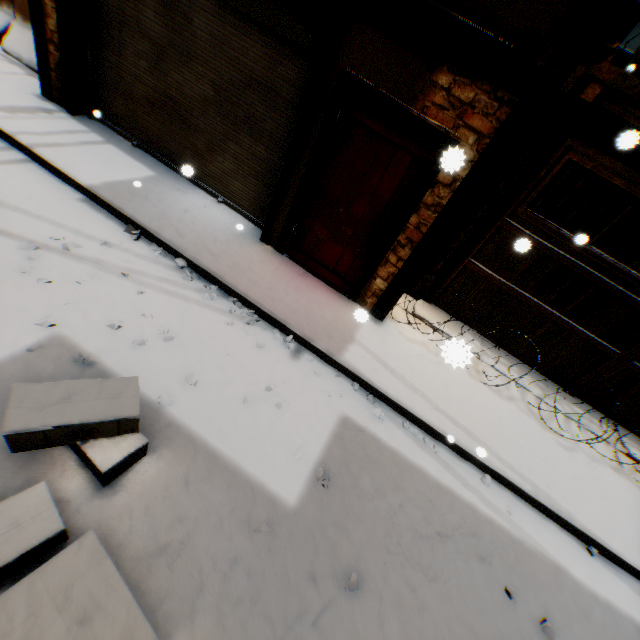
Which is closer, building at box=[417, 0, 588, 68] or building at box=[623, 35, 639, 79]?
building at box=[417, 0, 588, 68]

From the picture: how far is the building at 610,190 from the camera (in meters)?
8.37

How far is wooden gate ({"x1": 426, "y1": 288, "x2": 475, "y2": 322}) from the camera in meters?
5.7 m

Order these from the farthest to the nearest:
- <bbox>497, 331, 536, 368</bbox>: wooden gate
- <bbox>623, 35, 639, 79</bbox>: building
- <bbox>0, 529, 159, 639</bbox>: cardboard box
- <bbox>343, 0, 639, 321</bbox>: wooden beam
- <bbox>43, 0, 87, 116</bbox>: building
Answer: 1. <bbox>623, 35, 639, 79</bbox>: building
2. <bbox>497, 331, 536, 368</bbox>: wooden gate
3. <bbox>43, 0, 87, 116</bbox>: building
4. <bbox>343, 0, 639, 321</bbox>: wooden beam
5. <bbox>0, 529, 159, 639</bbox>: cardboard box

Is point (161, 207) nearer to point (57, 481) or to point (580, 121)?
point (57, 481)
